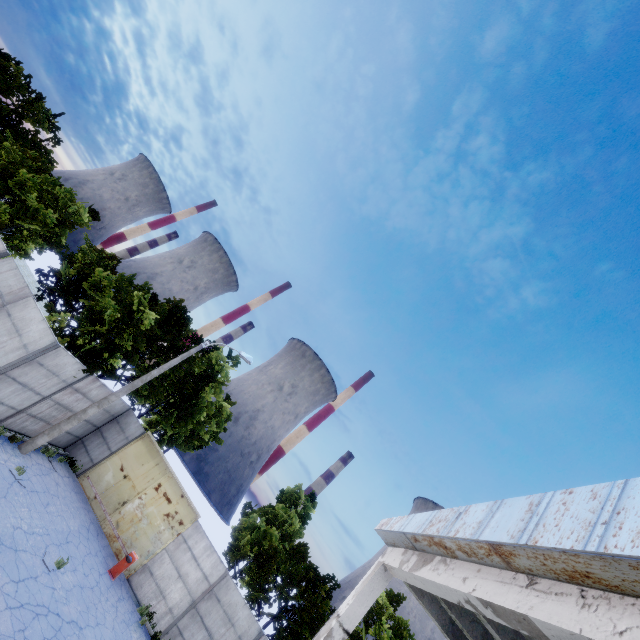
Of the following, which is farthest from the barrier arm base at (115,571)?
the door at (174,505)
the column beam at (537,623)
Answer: the column beam at (537,623)

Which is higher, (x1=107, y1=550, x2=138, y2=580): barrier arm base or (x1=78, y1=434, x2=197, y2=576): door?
(x1=78, y1=434, x2=197, y2=576): door

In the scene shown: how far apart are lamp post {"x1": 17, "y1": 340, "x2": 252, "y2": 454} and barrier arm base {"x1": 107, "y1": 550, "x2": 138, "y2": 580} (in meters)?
6.27

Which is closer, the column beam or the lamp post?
the column beam

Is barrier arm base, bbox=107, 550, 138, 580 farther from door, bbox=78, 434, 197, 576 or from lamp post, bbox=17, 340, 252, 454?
lamp post, bbox=17, 340, 252, 454

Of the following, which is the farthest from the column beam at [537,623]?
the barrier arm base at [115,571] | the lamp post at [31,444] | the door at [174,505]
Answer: the door at [174,505]

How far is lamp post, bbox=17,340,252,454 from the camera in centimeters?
1395cm

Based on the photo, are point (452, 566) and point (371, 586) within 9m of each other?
yes
